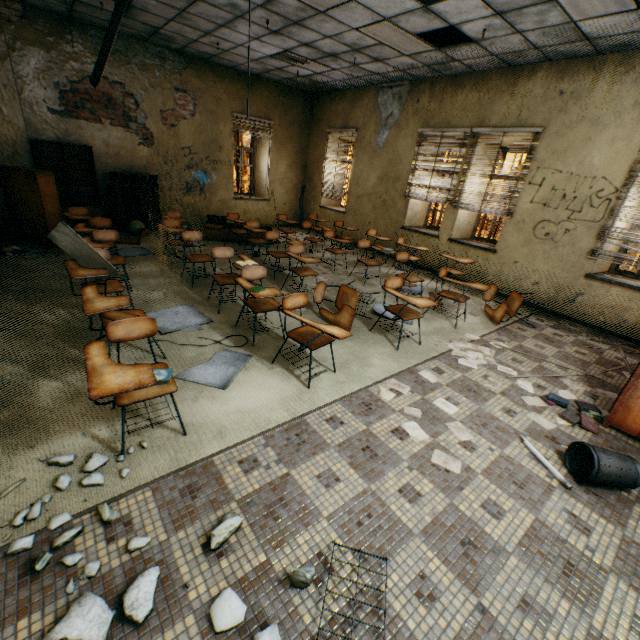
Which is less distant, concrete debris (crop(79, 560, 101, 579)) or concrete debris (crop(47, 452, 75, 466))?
concrete debris (crop(79, 560, 101, 579))

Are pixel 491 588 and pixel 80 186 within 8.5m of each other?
no

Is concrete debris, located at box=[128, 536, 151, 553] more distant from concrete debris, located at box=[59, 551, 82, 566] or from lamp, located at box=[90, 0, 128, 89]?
lamp, located at box=[90, 0, 128, 89]

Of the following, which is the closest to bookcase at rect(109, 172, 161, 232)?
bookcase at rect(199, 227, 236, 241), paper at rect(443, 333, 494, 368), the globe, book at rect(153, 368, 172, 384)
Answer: the globe

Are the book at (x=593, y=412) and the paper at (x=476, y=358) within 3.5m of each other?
yes

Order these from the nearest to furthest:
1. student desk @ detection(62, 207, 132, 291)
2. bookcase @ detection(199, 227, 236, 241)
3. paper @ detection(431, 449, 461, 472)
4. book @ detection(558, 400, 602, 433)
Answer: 1. paper @ detection(431, 449, 461, 472)
2. book @ detection(558, 400, 602, 433)
3. student desk @ detection(62, 207, 132, 291)
4. bookcase @ detection(199, 227, 236, 241)

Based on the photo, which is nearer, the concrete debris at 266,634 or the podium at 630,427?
the concrete debris at 266,634

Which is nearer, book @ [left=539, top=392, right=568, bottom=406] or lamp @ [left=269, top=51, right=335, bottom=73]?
book @ [left=539, top=392, right=568, bottom=406]
